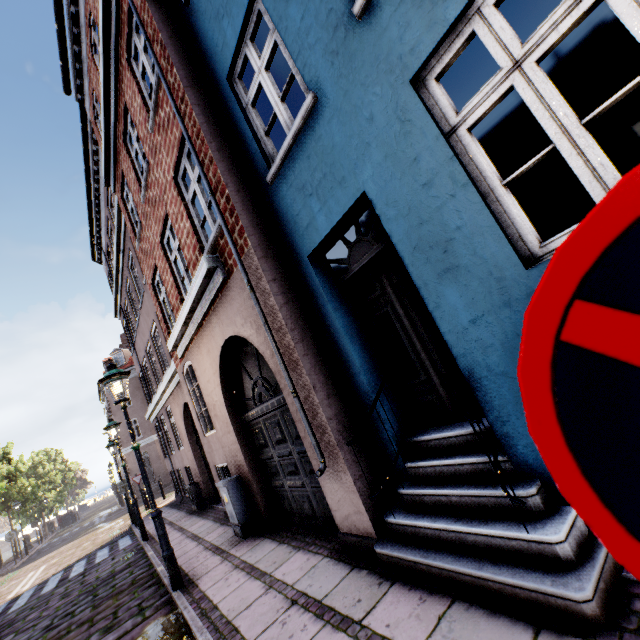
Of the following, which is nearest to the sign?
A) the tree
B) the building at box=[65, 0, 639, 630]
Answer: the building at box=[65, 0, 639, 630]

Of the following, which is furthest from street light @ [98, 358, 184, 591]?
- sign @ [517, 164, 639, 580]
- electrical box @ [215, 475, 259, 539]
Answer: electrical box @ [215, 475, 259, 539]

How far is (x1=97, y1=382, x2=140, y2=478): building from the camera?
28.2 meters

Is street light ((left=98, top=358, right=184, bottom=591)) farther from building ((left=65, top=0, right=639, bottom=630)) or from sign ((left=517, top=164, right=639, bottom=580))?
building ((left=65, top=0, right=639, bottom=630))

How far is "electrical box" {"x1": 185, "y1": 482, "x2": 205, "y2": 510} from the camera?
10.8m

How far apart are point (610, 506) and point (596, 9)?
9.8 meters

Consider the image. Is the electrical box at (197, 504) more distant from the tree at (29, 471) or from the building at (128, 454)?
the tree at (29, 471)

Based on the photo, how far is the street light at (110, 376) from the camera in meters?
5.1 m
